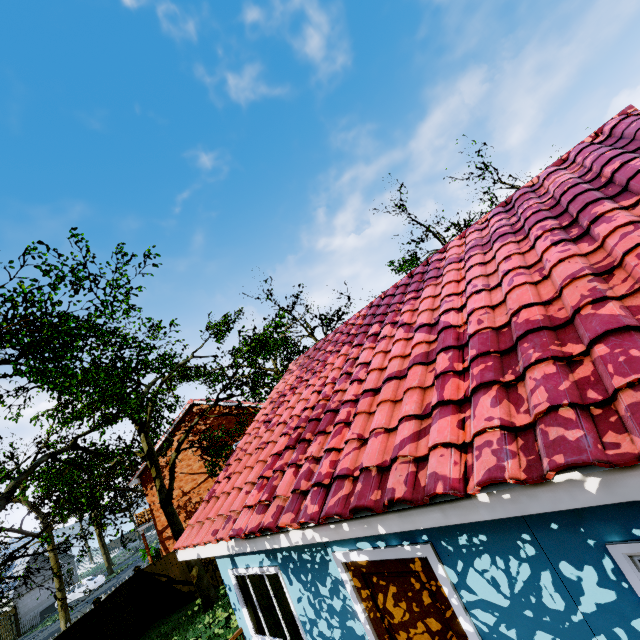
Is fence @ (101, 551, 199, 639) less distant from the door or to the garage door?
the garage door

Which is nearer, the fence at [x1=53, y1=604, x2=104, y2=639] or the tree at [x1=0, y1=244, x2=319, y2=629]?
the tree at [x1=0, y1=244, x2=319, y2=629]

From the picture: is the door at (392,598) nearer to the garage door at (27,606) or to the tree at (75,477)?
the tree at (75,477)

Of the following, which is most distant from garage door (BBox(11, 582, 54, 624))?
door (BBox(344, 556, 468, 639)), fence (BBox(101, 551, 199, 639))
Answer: door (BBox(344, 556, 468, 639))

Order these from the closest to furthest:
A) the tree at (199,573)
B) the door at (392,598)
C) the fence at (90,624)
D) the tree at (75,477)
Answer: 1. the door at (392,598)
2. the tree at (75,477)
3. the fence at (90,624)
4. the tree at (199,573)

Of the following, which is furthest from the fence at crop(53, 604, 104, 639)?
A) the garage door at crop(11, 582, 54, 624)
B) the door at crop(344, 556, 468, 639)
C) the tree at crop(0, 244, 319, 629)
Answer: the door at crop(344, 556, 468, 639)

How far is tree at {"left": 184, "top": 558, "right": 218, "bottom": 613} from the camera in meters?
13.3

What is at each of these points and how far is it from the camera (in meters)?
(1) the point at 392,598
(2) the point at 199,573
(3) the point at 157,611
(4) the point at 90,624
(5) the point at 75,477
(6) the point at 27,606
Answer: (1) door, 4.13
(2) tree, 13.64
(3) fence, 15.16
(4) fence, 12.29
(5) tree, 13.79
(6) garage door, 32.72
